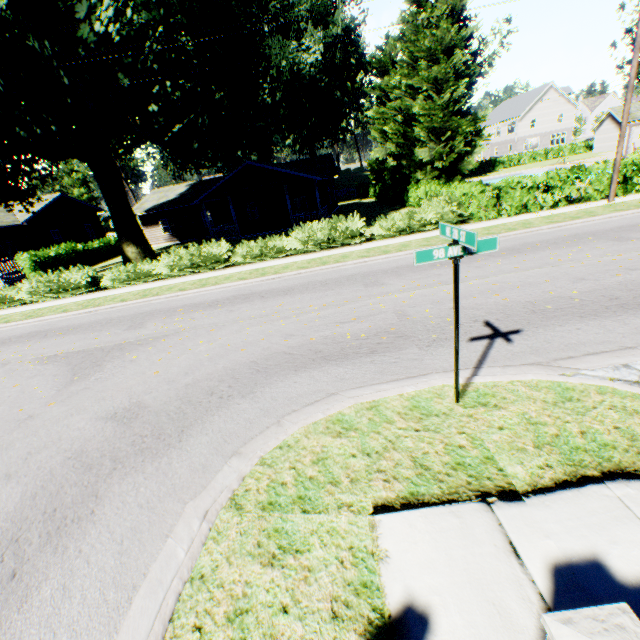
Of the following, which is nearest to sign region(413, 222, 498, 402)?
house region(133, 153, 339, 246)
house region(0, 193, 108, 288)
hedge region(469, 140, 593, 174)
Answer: house region(133, 153, 339, 246)

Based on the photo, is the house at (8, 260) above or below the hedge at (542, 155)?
above

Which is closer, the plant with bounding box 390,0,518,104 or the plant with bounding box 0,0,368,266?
the plant with bounding box 0,0,368,266

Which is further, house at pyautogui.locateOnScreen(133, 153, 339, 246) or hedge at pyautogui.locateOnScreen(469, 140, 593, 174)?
hedge at pyautogui.locateOnScreen(469, 140, 593, 174)

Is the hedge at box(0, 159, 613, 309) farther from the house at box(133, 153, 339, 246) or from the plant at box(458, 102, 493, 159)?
the house at box(133, 153, 339, 246)

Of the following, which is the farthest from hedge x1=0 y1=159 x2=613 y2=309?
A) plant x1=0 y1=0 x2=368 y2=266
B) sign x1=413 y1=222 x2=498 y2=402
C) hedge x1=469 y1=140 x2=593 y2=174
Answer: hedge x1=469 y1=140 x2=593 y2=174

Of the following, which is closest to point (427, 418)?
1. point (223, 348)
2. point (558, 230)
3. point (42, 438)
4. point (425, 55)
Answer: point (223, 348)

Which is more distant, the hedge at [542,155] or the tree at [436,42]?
the hedge at [542,155]
